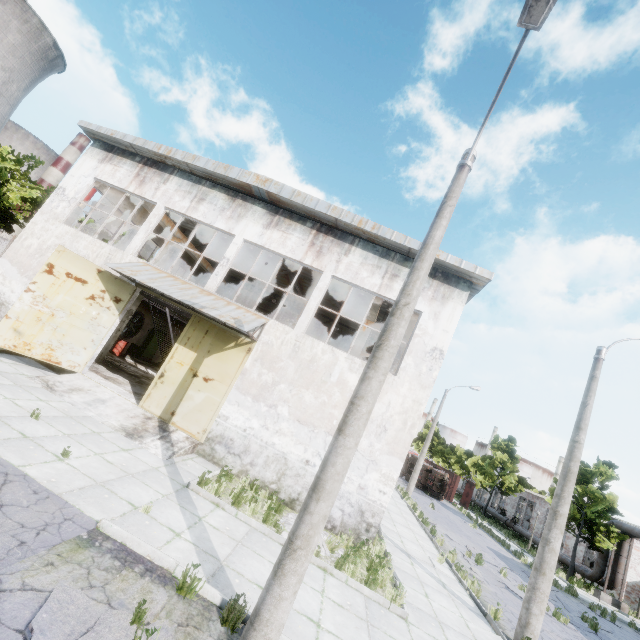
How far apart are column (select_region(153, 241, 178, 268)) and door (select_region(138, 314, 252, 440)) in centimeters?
735cm

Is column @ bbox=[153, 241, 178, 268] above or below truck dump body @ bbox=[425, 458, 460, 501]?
above

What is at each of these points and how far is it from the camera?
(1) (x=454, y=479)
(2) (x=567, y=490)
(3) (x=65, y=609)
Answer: (1) truck dump body, 37.9 meters
(2) lamp post, 9.2 meters
(3) asphalt debris, 3.7 meters

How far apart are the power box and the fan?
0.8 meters

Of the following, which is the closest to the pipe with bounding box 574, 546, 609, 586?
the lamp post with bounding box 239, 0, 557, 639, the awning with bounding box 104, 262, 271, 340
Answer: the lamp post with bounding box 239, 0, 557, 639

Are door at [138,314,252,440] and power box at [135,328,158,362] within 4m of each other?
no

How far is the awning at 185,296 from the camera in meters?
11.0

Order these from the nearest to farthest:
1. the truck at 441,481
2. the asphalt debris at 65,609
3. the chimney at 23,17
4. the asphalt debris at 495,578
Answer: the asphalt debris at 65,609, the asphalt debris at 495,578, the truck at 441,481, the chimney at 23,17
